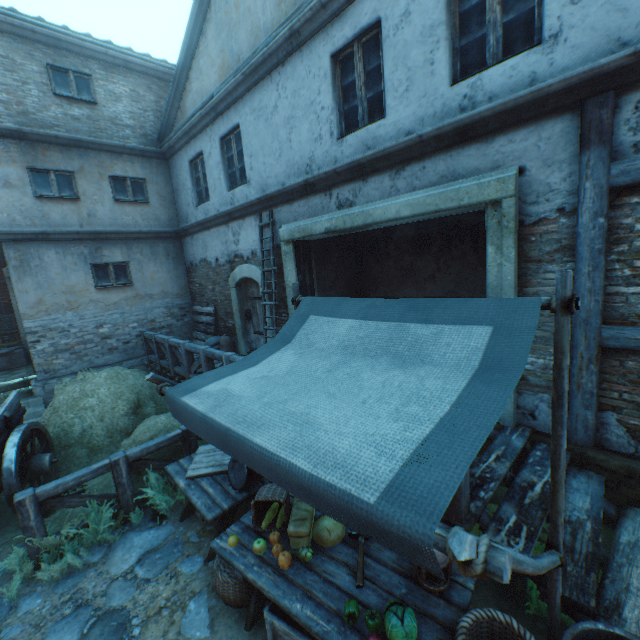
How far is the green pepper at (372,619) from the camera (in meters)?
2.28

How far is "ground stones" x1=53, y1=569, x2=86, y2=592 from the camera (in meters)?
3.68

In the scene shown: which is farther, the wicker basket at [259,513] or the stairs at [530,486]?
the wicker basket at [259,513]

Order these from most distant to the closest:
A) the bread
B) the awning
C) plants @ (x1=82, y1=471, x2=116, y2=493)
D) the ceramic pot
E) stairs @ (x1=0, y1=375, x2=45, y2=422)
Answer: the ceramic pot → stairs @ (x1=0, y1=375, x2=45, y2=422) → plants @ (x1=82, y1=471, x2=116, y2=493) → the bread → the awning

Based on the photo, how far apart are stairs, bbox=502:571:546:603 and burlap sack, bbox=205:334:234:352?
7.6 meters

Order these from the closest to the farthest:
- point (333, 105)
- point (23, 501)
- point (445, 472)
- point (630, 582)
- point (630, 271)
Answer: point (445, 472)
point (630, 582)
point (630, 271)
point (23, 501)
point (333, 105)

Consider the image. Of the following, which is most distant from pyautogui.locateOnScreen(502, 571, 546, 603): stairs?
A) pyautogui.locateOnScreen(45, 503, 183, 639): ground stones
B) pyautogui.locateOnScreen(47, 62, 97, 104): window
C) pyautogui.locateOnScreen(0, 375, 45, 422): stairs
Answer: pyautogui.locateOnScreen(47, 62, 97, 104): window

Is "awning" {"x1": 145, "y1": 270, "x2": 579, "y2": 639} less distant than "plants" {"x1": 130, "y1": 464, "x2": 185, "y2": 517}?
Yes
